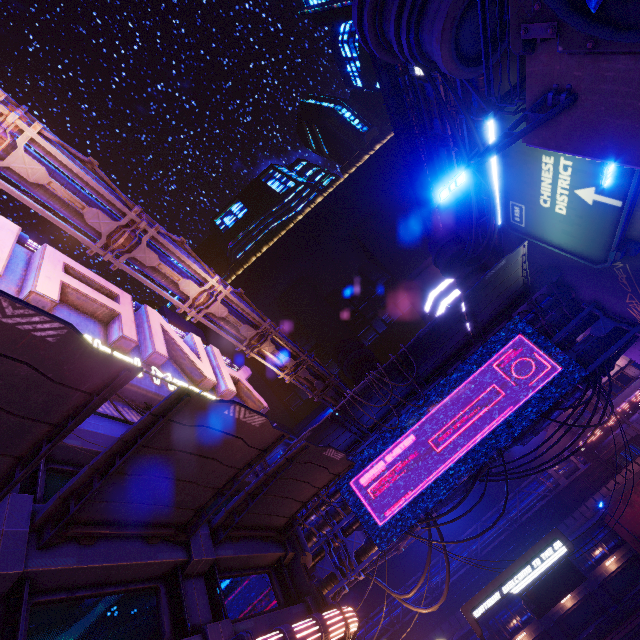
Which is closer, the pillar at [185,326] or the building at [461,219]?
the building at [461,219]

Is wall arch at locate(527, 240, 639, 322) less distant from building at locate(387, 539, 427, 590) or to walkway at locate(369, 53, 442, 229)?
walkway at locate(369, 53, 442, 229)

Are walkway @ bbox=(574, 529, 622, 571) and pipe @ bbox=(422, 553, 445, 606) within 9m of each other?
yes

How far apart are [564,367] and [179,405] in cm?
1863

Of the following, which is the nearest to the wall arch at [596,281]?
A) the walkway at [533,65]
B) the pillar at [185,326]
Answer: the walkway at [533,65]

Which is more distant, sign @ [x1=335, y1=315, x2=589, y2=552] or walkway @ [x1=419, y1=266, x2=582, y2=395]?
walkway @ [x1=419, y1=266, x2=582, y2=395]

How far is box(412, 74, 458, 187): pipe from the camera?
37.16m

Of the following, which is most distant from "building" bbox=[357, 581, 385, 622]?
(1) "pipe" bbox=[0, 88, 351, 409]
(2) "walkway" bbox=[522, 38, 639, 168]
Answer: (2) "walkway" bbox=[522, 38, 639, 168]
